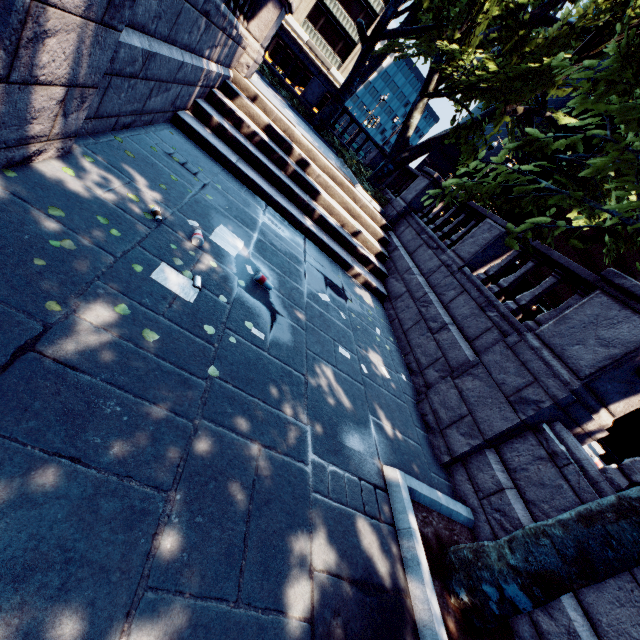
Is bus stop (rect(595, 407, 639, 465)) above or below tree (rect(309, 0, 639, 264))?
below

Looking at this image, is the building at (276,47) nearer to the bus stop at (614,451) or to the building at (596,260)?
the building at (596,260)

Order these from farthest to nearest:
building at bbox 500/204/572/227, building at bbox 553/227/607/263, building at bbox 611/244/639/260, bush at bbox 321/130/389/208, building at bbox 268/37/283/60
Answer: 1. building at bbox 611/244/639/260
2. building at bbox 553/227/607/263
3. building at bbox 500/204/572/227
4. building at bbox 268/37/283/60
5. bush at bbox 321/130/389/208

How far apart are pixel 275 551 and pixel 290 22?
55.3 meters

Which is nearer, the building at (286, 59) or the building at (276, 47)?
the building at (276, 47)

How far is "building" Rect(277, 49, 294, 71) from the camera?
42.7m

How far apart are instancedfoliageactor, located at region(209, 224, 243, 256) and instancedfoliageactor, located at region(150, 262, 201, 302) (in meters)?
1.00

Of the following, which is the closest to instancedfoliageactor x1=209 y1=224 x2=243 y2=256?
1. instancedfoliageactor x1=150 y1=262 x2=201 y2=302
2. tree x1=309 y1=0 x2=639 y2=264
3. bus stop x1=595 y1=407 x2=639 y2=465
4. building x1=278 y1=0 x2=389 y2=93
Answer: instancedfoliageactor x1=150 y1=262 x2=201 y2=302
